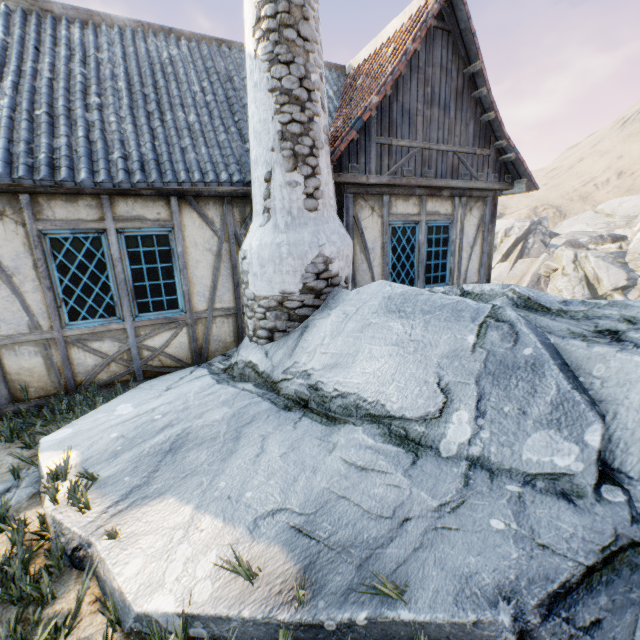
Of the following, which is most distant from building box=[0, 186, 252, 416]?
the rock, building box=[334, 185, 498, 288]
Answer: building box=[334, 185, 498, 288]

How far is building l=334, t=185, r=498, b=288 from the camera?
5.51m

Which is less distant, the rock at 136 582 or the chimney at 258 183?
the rock at 136 582

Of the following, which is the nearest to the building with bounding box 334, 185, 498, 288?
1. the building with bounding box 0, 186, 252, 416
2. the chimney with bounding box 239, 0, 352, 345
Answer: the chimney with bounding box 239, 0, 352, 345

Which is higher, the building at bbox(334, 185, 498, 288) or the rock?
the building at bbox(334, 185, 498, 288)

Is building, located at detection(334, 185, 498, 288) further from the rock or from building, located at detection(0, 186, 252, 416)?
building, located at detection(0, 186, 252, 416)

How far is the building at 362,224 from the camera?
5.5 meters

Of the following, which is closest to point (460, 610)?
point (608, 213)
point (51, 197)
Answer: point (51, 197)
